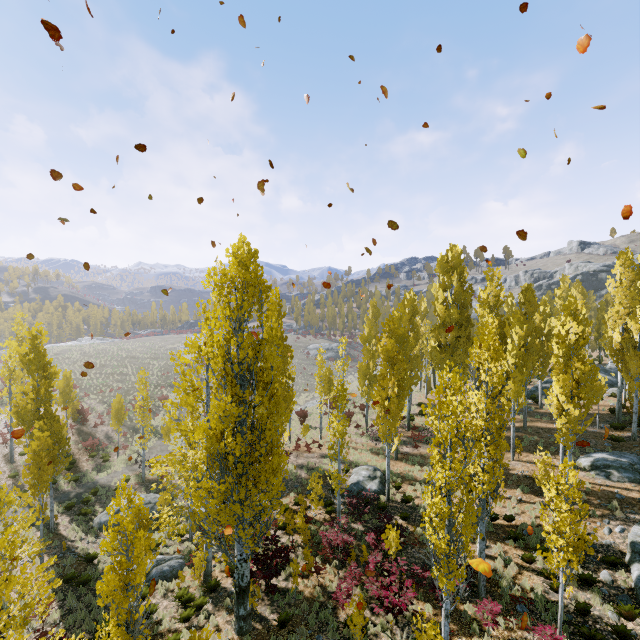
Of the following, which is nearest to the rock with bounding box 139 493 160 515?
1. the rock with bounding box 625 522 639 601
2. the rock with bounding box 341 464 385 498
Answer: the rock with bounding box 341 464 385 498

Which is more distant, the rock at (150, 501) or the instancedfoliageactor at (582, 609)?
the rock at (150, 501)

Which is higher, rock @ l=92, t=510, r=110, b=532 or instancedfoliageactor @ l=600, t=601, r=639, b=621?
instancedfoliageactor @ l=600, t=601, r=639, b=621

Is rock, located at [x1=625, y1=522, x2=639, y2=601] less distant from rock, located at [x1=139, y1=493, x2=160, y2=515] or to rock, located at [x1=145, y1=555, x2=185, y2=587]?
rock, located at [x1=145, y1=555, x2=185, y2=587]

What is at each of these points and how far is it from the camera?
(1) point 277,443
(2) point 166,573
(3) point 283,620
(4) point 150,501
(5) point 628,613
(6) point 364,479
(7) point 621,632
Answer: (1) instancedfoliageactor, 11.45m
(2) rock, 14.59m
(3) instancedfoliageactor, 11.79m
(4) rock, 20.22m
(5) instancedfoliageactor, 10.84m
(6) rock, 20.98m
(7) instancedfoliageactor, 10.27m

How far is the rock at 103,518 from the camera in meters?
18.5 m

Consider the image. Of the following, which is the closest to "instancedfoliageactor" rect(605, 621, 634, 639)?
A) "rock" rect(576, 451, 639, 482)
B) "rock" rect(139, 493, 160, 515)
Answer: "rock" rect(576, 451, 639, 482)

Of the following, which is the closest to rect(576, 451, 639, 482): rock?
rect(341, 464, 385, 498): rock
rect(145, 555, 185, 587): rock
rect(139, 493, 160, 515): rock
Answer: rect(341, 464, 385, 498): rock
